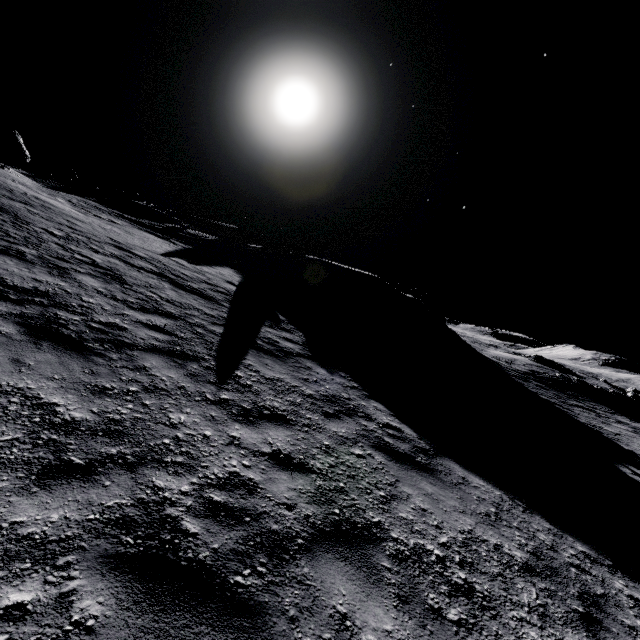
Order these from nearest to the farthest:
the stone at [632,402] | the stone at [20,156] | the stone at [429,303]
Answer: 1. the stone at [20,156]
2. the stone at [429,303]
3. the stone at [632,402]

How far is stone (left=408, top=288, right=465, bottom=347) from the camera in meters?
27.7 m

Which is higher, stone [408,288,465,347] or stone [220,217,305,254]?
stone [220,217,305,254]

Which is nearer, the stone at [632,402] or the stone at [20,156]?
the stone at [20,156]

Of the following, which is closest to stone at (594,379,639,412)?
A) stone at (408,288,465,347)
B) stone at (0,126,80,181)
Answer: stone at (408,288,465,347)

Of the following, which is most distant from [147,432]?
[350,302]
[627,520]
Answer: [350,302]

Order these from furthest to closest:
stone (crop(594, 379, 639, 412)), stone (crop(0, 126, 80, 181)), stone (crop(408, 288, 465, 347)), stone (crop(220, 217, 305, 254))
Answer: stone (crop(594, 379, 639, 412)) < stone (crop(220, 217, 305, 254)) < stone (crop(408, 288, 465, 347)) < stone (crop(0, 126, 80, 181))

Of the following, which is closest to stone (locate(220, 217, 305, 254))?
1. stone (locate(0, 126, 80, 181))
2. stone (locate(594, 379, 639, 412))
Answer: stone (locate(0, 126, 80, 181))
